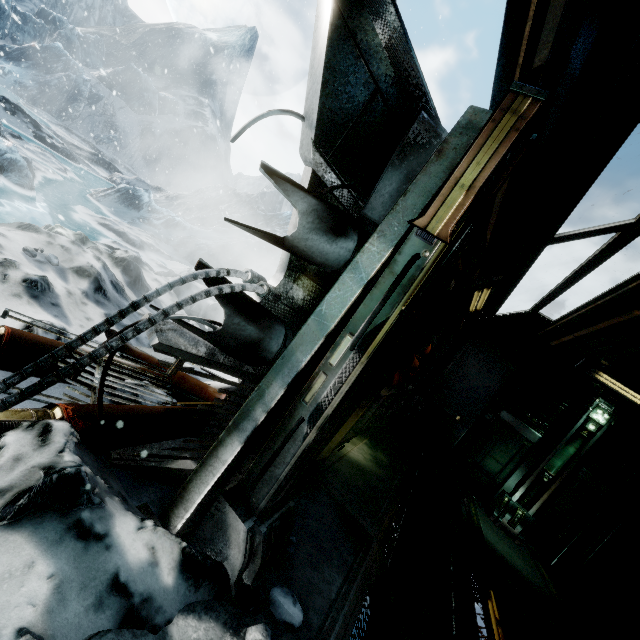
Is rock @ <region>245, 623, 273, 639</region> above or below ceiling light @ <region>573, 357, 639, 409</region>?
below

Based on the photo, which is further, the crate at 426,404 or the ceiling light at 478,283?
the crate at 426,404

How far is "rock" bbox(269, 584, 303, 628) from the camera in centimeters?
171cm

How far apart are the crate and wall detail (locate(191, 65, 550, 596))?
7.0 meters

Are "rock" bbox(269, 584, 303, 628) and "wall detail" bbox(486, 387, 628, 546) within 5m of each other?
no

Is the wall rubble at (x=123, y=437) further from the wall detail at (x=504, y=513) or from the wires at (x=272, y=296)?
the wall detail at (x=504, y=513)

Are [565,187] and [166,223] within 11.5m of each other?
no

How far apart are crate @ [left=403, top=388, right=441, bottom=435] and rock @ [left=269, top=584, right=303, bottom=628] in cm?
717
